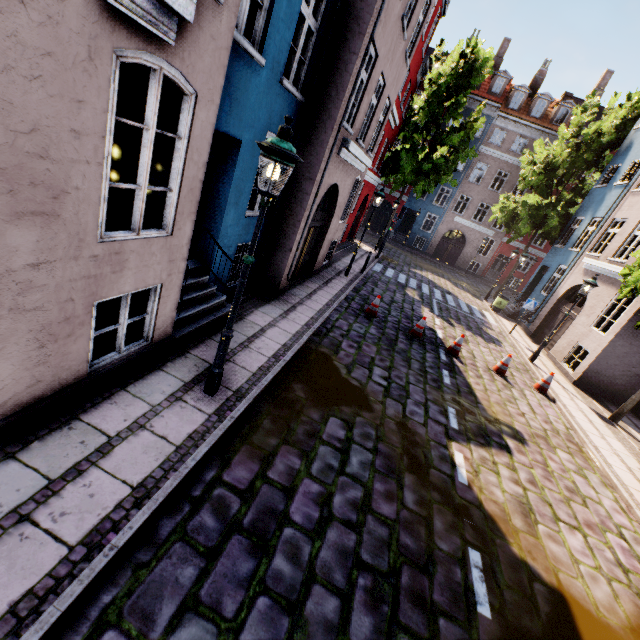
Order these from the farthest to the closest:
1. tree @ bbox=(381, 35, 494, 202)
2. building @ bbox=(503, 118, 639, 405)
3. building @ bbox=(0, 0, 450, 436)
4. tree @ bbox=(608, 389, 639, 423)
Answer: tree @ bbox=(381, 35, 494, 202) → building @ bbox=(503, 118, 639, 405) → tree @ bbox=(608, 389, 639, 423) → building @ bbox=(0, 0, 450, 436)

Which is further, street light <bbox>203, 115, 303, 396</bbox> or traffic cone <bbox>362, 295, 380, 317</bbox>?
traffic cone <bbox>362, 295, 380, 317</bbox>

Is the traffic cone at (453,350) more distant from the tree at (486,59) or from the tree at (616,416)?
the tree at (486,59)

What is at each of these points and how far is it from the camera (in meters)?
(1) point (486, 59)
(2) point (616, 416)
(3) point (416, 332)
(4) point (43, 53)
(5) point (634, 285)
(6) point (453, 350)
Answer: (1) tree, 18.52
(2) tree, 10.27
(3) traffic cone, 10.73
(4) building, 2.30
(5) tree, 9.12
(6) traffic cone, 10.57

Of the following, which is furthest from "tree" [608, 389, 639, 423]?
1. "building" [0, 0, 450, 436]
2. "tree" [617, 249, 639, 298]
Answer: "building" [0, 0, 450, 436]

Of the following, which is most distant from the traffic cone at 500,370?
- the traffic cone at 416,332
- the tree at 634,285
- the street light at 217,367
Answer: the street light at 217,367

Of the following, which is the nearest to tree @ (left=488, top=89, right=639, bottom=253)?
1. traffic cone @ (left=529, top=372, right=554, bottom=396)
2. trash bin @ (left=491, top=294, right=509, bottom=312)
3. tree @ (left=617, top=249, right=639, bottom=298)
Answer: trash bin @ (left=491, top=294, right=509, bottom=312)

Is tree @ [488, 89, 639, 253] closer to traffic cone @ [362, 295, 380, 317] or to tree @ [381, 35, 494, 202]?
tree @ [381, 35, 494, 202]
